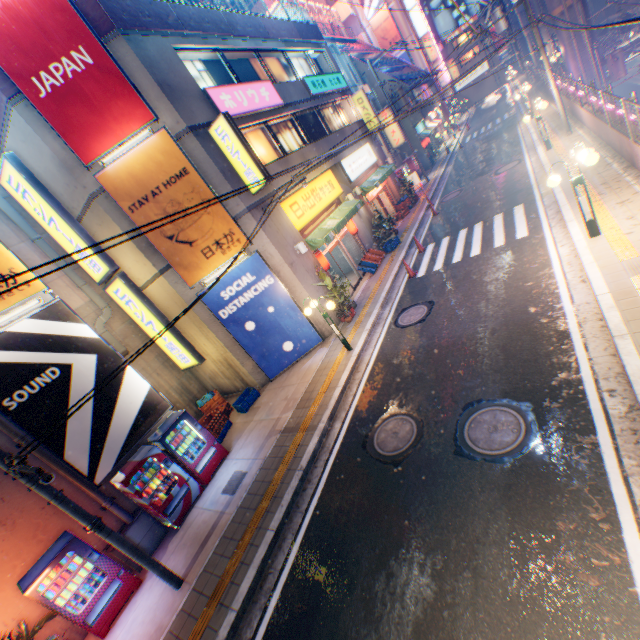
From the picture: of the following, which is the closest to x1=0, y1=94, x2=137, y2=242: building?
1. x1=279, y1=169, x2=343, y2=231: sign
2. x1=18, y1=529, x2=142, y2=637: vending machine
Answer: x1=279, y1=169, x2=343, y2=231: sign

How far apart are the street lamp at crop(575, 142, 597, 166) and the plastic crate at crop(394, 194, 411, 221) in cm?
1412

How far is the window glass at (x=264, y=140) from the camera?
13.59m

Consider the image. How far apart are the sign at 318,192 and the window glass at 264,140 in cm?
145

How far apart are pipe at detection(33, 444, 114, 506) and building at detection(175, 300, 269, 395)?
5.6 meters

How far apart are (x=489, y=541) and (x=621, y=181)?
11.13m

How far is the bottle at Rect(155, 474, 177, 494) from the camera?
8.77m

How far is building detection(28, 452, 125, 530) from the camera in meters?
7.7 m
